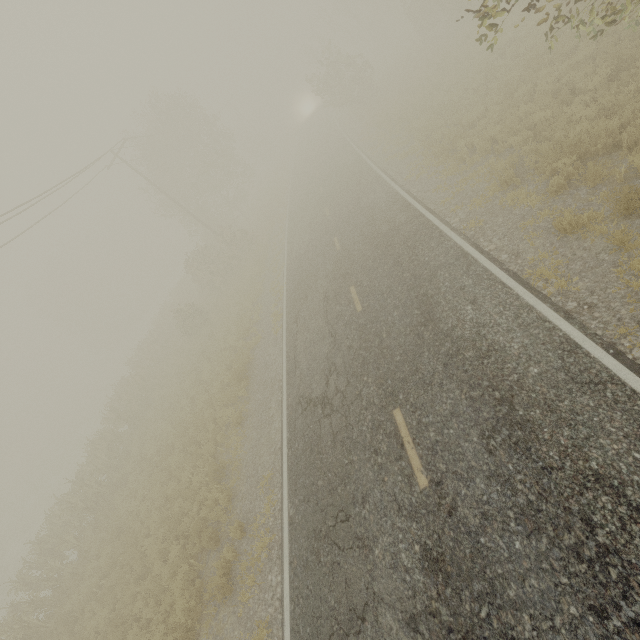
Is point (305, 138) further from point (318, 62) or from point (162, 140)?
point (162, 140)

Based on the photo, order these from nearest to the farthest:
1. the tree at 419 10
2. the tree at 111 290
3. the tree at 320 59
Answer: the tree at 419 10 → the tree at 320 59 → the tree at 111 290

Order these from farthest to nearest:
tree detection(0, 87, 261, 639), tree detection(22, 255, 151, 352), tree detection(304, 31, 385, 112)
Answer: tree detection(22, 255, 151, 352) < tree detection(304, 31, 385, 112) < tree detection(0, 87, 261, 639)

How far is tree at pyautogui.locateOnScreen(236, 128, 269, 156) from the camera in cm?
5853

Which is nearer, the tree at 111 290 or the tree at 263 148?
the tree at 111 290

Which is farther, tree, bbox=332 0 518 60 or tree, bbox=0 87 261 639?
tree, bbox=0 87 261 639
